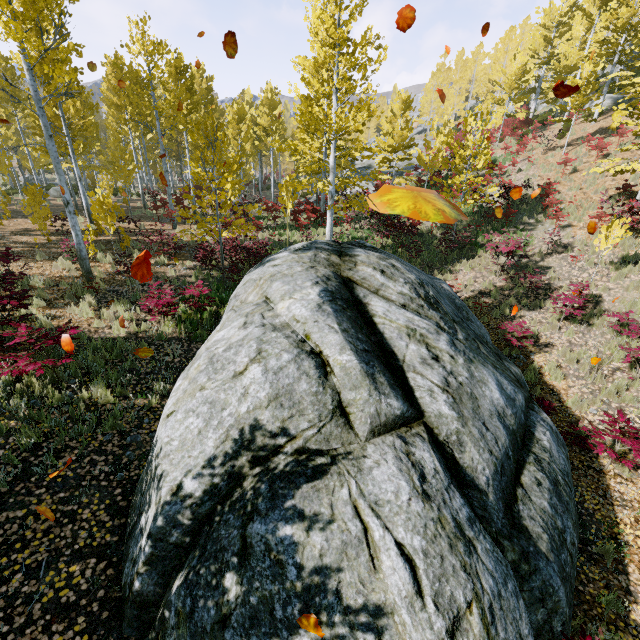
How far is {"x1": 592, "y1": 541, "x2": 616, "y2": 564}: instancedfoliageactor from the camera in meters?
5.1

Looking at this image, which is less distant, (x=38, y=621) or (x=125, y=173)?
(x=38, y=621)

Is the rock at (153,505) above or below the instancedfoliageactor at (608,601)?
above

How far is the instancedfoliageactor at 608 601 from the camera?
4.5m

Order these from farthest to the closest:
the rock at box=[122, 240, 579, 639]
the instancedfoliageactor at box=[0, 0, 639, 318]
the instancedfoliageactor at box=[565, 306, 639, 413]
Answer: the instancedfoliageactor at box=[0, 0, 639, 318]
the instancedfoliageactor at box=[565, 306, 639, 413]
the rock at box=[122, 240, 579, 639]

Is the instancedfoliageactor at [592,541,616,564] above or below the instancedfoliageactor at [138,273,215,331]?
below

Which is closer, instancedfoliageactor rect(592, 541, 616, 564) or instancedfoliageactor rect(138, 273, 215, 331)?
instancedfoliageactor rect(592, 541, 616, 564)
